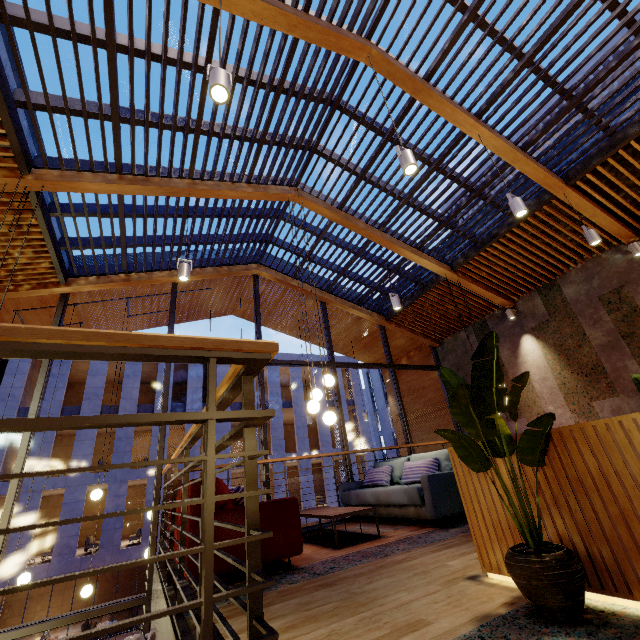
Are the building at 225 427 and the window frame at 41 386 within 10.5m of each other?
no

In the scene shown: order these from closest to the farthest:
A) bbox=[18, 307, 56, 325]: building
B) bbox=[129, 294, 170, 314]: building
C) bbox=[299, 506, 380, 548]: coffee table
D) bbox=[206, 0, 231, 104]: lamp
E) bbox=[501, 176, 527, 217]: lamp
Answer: bbox=[206, 0, 231, 104]: lamp < bbox=[299, 506, 380, 548]: coffee table < bbox=[501, 176, 527, 217]: lamp < bbox=[18, 307, 56, 325]: building < bbox=[129, 294, 170, 314]: building

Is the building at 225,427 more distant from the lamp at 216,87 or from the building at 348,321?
the lamp at 216,87

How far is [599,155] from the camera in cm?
529

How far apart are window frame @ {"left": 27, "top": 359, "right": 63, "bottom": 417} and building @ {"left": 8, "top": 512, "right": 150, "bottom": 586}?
16.8m

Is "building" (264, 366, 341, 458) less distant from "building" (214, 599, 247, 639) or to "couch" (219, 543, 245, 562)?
"building" (214, 599, 247, 639)

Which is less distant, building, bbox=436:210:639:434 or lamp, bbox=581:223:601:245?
lamp, bbox=581:223:601:245

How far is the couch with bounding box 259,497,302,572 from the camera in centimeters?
296cm
